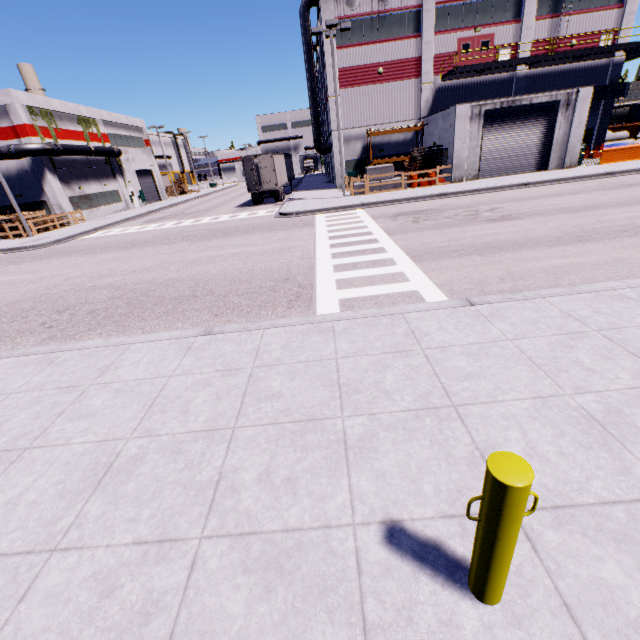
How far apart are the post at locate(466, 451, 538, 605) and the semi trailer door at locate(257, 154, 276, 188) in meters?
28.7

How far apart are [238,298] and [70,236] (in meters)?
22.21

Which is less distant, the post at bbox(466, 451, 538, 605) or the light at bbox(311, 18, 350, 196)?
the post at bbox(466, 451, 538, 605)

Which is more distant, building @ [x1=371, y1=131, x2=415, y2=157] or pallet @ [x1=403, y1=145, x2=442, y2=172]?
building @ [x1=371, y1=131, x2=415, y2=157]

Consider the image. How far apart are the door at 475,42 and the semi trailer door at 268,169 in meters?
17.3 m

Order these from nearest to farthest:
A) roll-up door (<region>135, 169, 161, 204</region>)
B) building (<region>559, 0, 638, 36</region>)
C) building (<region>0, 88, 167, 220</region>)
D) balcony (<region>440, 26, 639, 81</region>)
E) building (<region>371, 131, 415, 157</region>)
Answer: balcony (<region>440, 26, 639, 81</region>), building (<region>559, 0, 638, 36</region>), building (<region>0, 88, 167, 220</region>), building (<region>371, 131, 415, 157</region>), roll-up door (<region>135, 169, 161, 204</region>)

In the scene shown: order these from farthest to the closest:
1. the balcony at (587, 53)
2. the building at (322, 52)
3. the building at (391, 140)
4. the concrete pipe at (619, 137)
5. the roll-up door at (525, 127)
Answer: the concrete pipe at (619, 137)
the building at (391, 140)
the building at (322, 52)
the balcony at (587, 53)
the roll-up door at (525, 127)

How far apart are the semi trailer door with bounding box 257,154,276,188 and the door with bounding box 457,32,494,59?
17.29m
